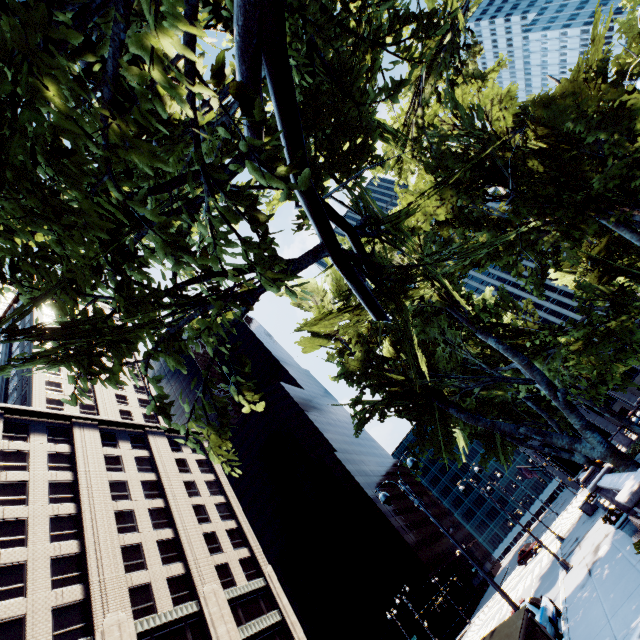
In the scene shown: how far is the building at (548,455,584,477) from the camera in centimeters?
5484cm

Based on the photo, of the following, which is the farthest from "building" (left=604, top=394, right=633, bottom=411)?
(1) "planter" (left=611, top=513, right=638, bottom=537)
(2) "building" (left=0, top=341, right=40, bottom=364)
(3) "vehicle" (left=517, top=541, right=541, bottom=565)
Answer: (2) "building" (left=0, top=341, right=40, bottom=364)

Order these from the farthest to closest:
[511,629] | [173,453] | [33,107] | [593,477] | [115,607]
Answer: [173,453]
[115,607]
[593,477]
[511,629]
[33,107]

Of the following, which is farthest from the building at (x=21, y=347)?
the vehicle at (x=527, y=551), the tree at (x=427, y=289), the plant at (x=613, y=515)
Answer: the vehicle at (x=527, y=551)

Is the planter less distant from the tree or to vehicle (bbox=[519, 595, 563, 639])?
the tree

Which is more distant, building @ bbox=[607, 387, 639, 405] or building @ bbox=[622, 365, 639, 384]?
building @ bbox=[622, 365, 639, 384]

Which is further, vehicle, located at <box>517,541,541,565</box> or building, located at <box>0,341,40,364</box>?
building, located at <box>0,341,40,364</box>

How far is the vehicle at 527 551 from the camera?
42.06m
